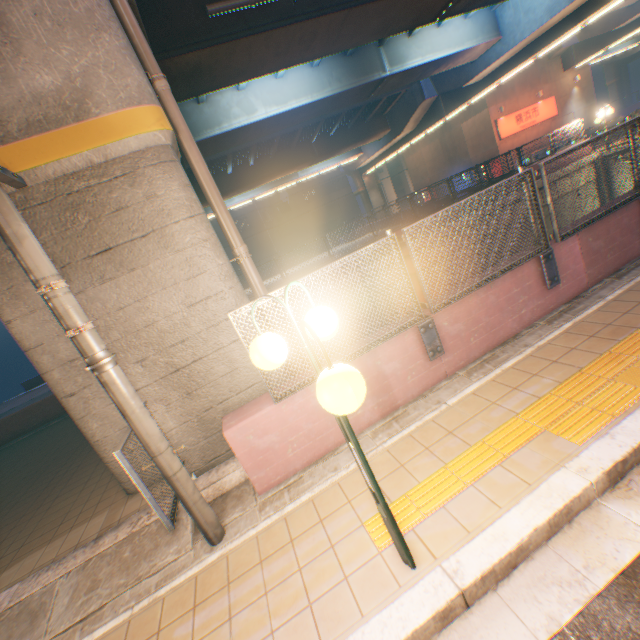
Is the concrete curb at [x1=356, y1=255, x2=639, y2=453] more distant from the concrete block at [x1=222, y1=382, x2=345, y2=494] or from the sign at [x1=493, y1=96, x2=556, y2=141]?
the sign at [x1=493, y1=96, x2=556, y2=141]

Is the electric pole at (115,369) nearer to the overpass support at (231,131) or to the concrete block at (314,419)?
the concrete block at (314,419)

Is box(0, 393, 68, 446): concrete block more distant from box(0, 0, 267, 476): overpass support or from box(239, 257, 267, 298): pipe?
box(239, 257, 267, 298): pipe

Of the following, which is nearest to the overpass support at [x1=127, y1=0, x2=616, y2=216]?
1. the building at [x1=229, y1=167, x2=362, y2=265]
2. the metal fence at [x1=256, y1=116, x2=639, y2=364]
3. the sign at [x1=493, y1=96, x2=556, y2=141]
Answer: the metal fence at [x1=256, y1=116, x2=639, y2=364]

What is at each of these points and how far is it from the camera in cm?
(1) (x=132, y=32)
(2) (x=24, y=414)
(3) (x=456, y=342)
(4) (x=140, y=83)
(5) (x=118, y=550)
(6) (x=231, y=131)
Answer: (1) pipe, 457
(2) concrete block, 1214
(3) concrete block, 462
(4) overpass support, 434
(5) concrete curb, 388
(6) overpass support, 1352

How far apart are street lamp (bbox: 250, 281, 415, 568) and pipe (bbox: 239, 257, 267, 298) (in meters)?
3.16

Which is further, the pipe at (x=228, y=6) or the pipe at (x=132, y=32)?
the pipe at (x=228, y=6)
